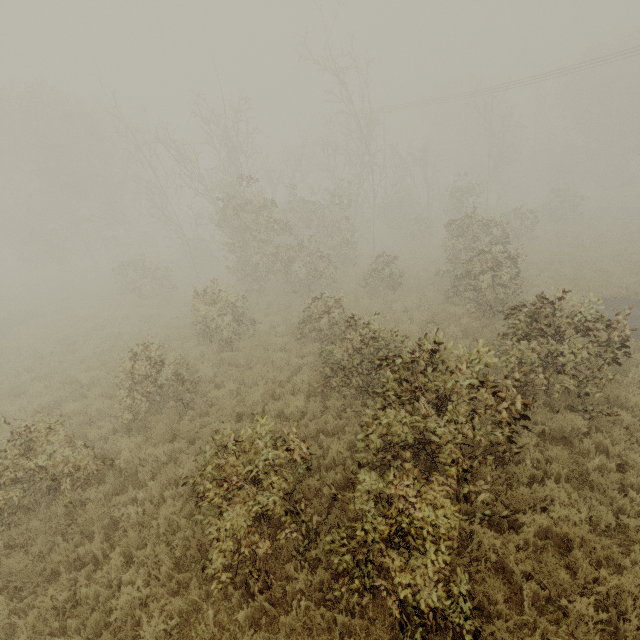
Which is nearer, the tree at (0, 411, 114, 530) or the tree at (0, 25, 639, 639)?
the tree at (0, 25, 639, 639)

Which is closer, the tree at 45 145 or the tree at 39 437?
the tree at 45 145

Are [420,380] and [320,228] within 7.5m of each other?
no
